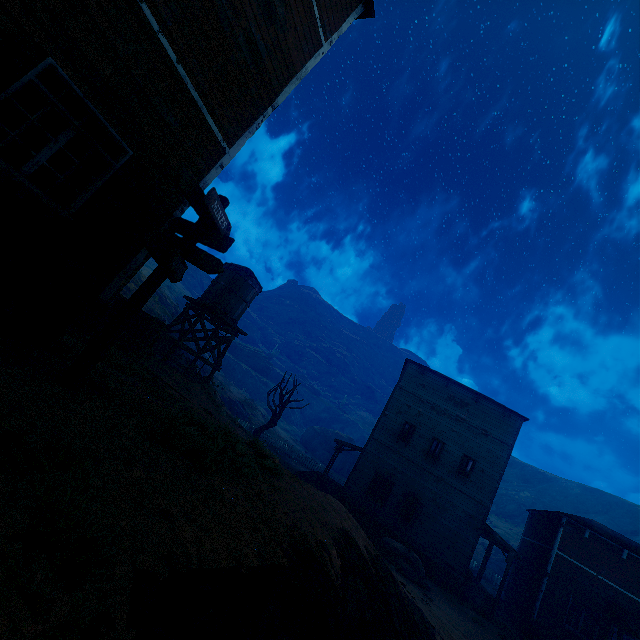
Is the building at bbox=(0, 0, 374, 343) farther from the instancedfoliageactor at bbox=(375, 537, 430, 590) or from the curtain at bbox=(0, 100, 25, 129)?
the instancedfoliageactor at bbox=(375, 537, 430, 590)

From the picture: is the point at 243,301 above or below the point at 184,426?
above

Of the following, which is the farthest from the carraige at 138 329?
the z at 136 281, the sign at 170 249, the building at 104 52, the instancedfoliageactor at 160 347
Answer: the sign at 170 249

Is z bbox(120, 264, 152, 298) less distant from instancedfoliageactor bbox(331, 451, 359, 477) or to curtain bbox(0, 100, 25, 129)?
instancedfoliageactor bbox(331, 451, 359, 477)

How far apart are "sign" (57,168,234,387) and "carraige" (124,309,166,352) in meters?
8.2 m

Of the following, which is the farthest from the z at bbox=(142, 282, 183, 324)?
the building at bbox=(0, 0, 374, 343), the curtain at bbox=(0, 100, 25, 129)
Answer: the curtain at bbox=(0, 100, 25, 129)

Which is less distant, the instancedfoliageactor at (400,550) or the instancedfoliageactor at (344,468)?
the instancedfoliageactor at (400,550)

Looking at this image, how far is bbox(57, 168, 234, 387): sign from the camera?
4.2m
